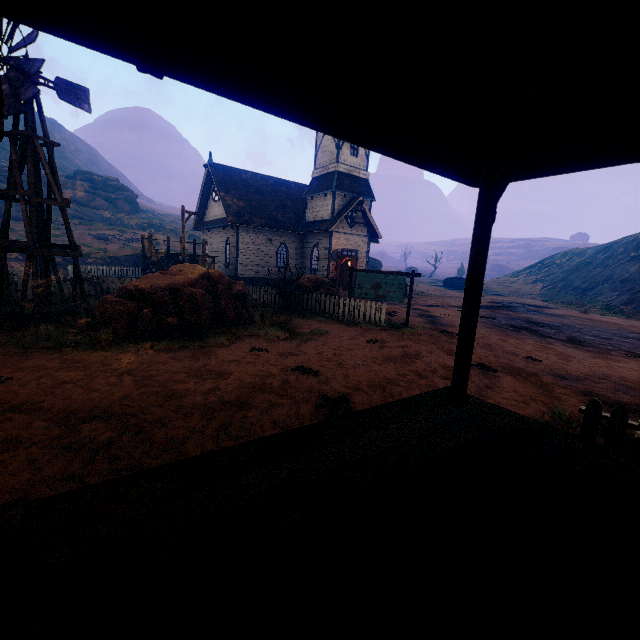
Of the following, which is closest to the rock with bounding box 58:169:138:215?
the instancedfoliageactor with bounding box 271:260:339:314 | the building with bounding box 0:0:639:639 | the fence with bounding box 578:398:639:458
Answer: the building with bounding box 0:0:639:639

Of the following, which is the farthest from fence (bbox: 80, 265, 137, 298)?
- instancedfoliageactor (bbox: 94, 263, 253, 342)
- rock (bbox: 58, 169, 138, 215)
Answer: rock (bbox: 58, 169, 138, 215)

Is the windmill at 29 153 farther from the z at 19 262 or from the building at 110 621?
the building at 110 621

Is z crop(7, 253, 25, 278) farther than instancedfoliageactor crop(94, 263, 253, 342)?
Yes

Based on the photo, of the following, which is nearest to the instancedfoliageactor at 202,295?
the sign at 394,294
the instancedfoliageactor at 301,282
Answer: the instancedfoliageactor at 301,282

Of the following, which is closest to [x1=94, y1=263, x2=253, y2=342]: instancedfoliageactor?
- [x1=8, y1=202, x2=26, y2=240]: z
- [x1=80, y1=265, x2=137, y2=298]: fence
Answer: [x1=8, y1=202, x2=26, y2=240]: z

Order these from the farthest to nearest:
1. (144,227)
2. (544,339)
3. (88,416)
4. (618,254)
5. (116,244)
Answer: (144,227)
(618,254)
(116,244)
(544,339)
(88,416)

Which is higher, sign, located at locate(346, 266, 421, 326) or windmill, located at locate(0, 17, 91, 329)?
windmill, located at locate(0, 17, 91, 329)
